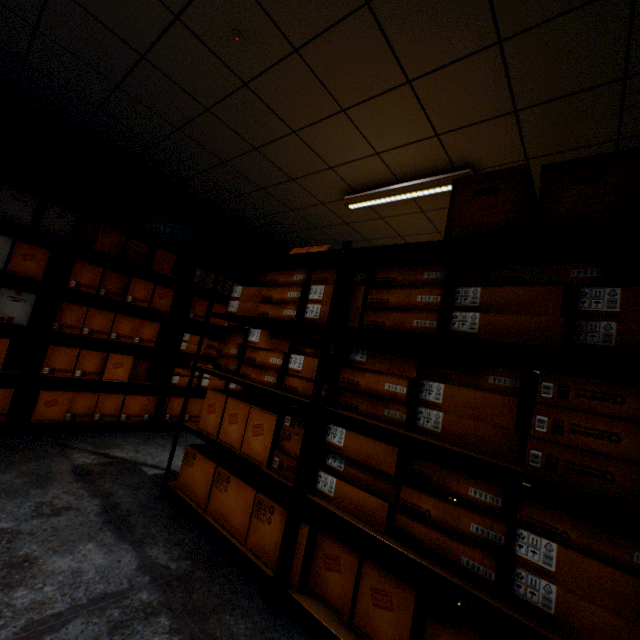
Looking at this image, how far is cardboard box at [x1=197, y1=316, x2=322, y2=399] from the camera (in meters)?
1.84

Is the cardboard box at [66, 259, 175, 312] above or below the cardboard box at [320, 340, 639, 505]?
above

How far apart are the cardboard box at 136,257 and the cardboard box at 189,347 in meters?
0.7 m

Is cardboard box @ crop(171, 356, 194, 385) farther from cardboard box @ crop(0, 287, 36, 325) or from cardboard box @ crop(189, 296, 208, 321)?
cardboard box @ crop(0, 287, 36, 325)

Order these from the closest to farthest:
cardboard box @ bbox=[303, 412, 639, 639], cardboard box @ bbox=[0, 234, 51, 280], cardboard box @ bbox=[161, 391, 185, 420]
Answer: cardboard box @ bbox=[303, 412, 639, 639], cardboard box @ bbox=[0, 234, 51, 280], cardboard box @ bbox=[161, 391, 185, 420]

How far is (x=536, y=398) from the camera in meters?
1.1 m

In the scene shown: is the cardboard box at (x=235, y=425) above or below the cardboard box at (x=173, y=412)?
above

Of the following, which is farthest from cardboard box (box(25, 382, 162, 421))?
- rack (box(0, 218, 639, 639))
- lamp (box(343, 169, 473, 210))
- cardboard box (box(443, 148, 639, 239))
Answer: cardboard box (box(443, 148, 639, 239))
